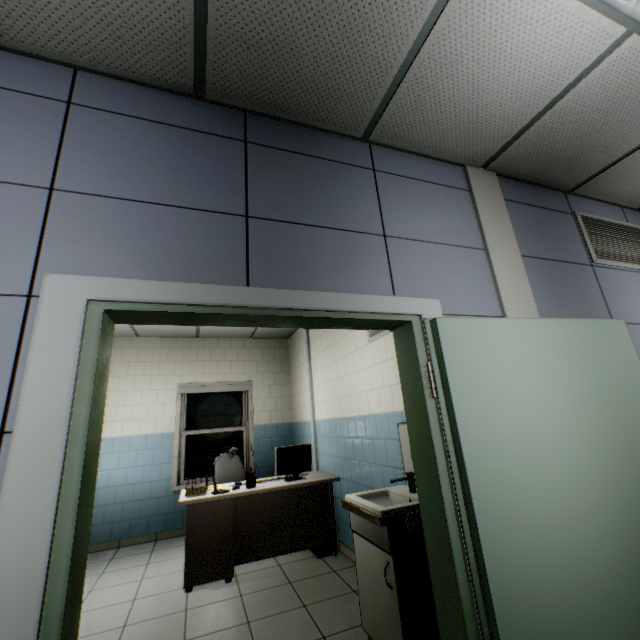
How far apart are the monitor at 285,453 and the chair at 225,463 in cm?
100

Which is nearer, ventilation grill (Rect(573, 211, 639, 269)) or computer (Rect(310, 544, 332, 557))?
ventilation grill (Rect(573, 211, 639, 269))

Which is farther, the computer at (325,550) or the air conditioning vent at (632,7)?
the computer at (325,550)

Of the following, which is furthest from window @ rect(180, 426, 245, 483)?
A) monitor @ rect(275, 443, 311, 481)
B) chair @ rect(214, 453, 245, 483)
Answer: monitor @ rect(275, 443, 311, 481)

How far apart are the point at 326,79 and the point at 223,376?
5.4 meters

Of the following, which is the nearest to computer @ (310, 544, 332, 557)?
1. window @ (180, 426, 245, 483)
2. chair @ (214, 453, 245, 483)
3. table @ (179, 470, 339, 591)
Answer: table @ (179, 470, 339, 591)

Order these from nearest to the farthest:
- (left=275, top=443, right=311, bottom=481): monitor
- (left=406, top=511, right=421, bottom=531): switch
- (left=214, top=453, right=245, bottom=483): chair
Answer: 1. (left=406, top=511, right=421, bottom=531): switch
2. (left=275, top=443, right=311, bottom=481): monitor
3. (left=214, top=453, right=245, bottom=483): chair

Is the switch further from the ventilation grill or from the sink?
the ventilation grill
